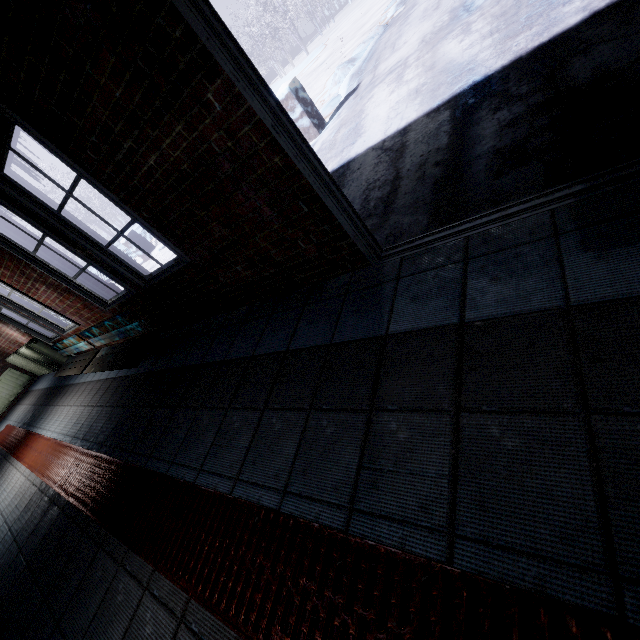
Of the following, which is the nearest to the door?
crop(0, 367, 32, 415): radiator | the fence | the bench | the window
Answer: the window

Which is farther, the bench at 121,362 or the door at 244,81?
the bench at 121,362

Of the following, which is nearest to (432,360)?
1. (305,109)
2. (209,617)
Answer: (209,617)

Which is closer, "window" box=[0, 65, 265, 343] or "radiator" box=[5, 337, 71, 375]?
"window" box=[0, 65, 265, 343]

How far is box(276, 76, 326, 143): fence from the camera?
5.5 meters

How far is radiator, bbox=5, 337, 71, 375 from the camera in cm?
590

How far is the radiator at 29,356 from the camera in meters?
5.9 m

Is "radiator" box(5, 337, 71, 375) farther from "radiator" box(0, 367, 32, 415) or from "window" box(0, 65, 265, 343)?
"radiator" box(0, 367, 32, 415)
